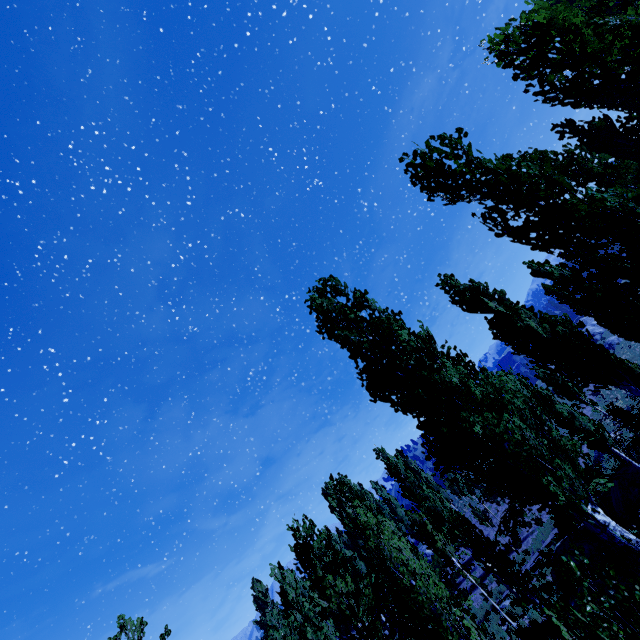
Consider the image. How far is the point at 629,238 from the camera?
4.87m

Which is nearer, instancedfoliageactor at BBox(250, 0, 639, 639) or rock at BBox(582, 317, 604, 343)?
instancedfoliageactor at BBox(250, 0, 639, 639)

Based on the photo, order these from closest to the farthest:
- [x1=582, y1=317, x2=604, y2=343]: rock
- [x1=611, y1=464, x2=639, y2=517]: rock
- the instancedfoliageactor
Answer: the instancedfoliageactor, [x1=611, y1=464, x2=639, y2=517]: rock, [x1=582, y1=317, x2=604, y2=343]: rock

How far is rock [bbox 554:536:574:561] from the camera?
16.3m

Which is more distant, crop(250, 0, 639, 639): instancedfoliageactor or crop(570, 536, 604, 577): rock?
crop(570, 536, 604, 577): rock

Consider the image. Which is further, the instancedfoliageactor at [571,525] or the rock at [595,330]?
the rock at [595,330]

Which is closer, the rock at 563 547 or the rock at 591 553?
the rock at 591 553

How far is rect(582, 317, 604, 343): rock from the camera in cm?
4934
